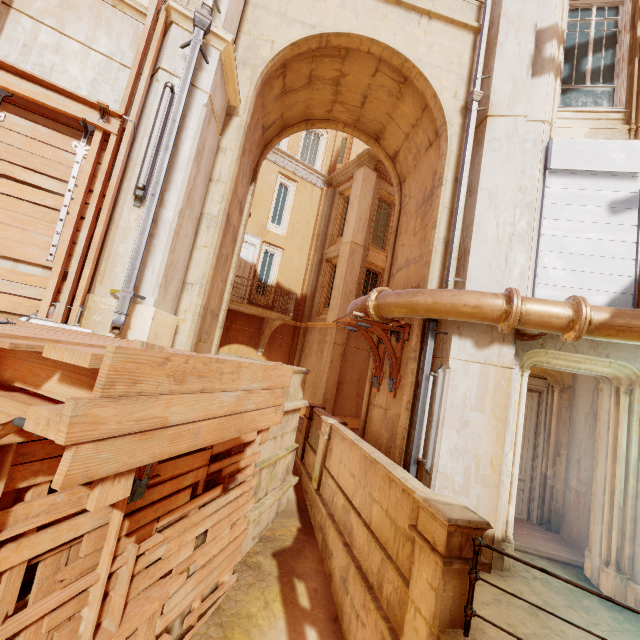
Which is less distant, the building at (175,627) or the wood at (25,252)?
the wood at (25,252)

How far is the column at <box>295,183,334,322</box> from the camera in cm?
1705

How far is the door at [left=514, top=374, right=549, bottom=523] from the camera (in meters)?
7.32

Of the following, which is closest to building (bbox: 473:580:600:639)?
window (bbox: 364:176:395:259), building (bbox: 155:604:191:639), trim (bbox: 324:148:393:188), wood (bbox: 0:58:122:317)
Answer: wood (bbox: 0:58:122:317)

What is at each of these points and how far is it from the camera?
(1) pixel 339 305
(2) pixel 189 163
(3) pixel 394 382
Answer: (1) column, 14.5m
(2) column, 4.6m
(3) wood, 6.8m

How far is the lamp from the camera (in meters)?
4.09

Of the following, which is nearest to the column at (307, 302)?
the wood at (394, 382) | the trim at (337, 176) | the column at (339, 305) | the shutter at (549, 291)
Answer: the trim at (337, 176)

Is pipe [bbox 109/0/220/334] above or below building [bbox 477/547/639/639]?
above
